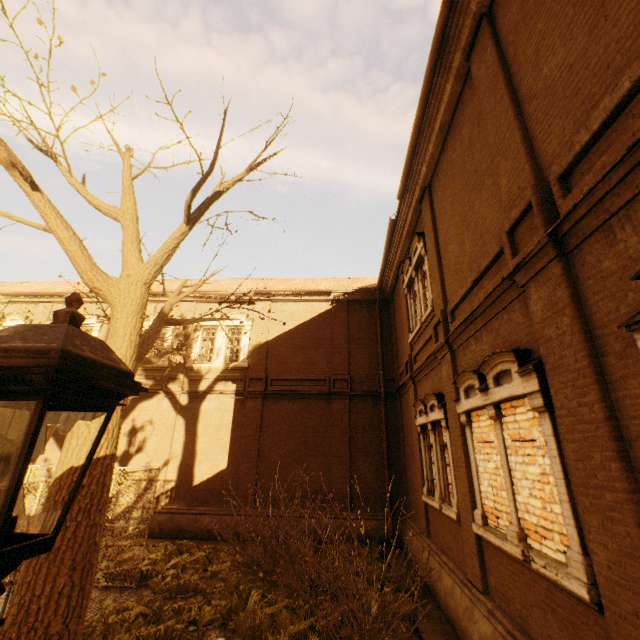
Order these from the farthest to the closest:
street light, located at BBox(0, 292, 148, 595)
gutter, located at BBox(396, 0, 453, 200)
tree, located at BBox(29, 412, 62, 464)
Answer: tree, located at BBox(29, 412, 62, 464) < gutter, located at BBox(396, 0, 453, 200) < street light, located at BBox(0, 292, 148, 595)

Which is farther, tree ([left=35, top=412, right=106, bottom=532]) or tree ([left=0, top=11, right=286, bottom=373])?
tree ([left=0, top=11, right=286, bottom=373])

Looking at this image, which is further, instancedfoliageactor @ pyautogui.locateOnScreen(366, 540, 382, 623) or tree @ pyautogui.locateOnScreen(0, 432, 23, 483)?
tree @ pyautogui.locateOnScreen(0, 432, 23, 483)

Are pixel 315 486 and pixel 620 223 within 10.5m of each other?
no

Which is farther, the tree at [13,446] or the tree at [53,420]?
the tree at [53,420]

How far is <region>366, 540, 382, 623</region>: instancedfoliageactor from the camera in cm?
745

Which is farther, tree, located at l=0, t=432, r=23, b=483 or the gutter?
tree, located at l=0, t=432, r=23, b=483

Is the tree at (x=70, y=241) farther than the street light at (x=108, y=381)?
Yes
